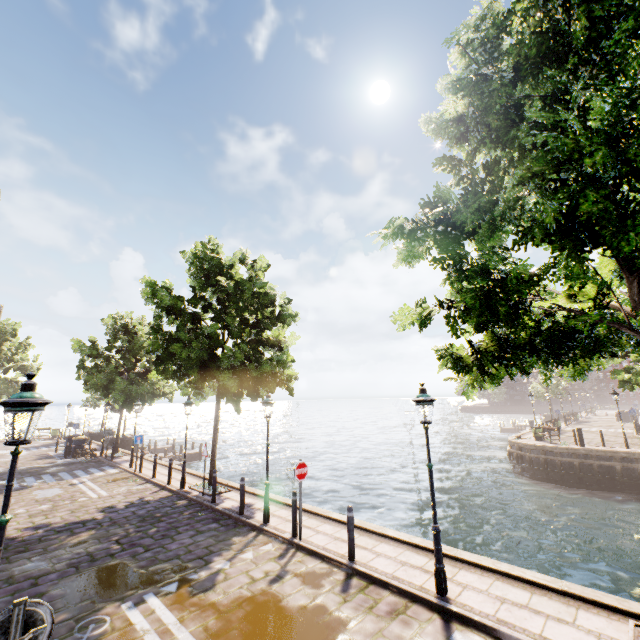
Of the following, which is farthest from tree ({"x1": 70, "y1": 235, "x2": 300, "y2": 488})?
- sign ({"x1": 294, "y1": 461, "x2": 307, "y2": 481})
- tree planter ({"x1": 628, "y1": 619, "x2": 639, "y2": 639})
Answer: sign ({"x1": 294, "y1": 461, "x2": 307, "y2": 481})

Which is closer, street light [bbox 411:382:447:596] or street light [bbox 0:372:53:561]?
street light [bbox 0:372:53:561]

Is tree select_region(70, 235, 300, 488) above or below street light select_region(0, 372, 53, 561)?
above

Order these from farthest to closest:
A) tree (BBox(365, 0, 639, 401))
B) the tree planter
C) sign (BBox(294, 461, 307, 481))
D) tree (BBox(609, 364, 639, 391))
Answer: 1. tree (BBox(609, 364, 639, 391))
2. sign (BBox(294, 461, 307, 481))
3. the tree planter
4. tree (BBox(365, 0, 639, 401))

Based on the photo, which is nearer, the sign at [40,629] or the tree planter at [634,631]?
the sign at [40,629]

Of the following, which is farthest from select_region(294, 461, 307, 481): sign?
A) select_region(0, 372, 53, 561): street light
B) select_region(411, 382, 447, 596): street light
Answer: select_region(0, 372, 53, 561): street light

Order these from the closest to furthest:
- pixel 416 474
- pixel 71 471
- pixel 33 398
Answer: pixel 33 398
pixel 71 471
pixel 416 474

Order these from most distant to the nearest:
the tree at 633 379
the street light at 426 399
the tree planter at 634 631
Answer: the tree at 633 379 → the street light at 426 399 → the tree planter at 634 631
